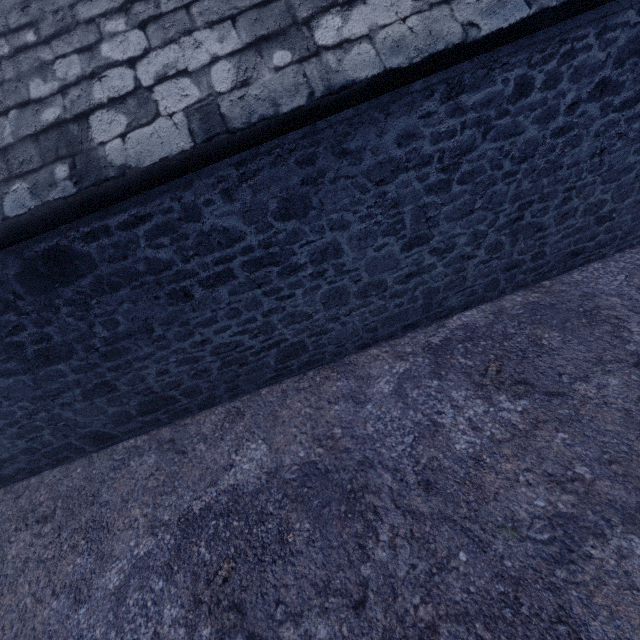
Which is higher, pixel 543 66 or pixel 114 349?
pixel 543 66
